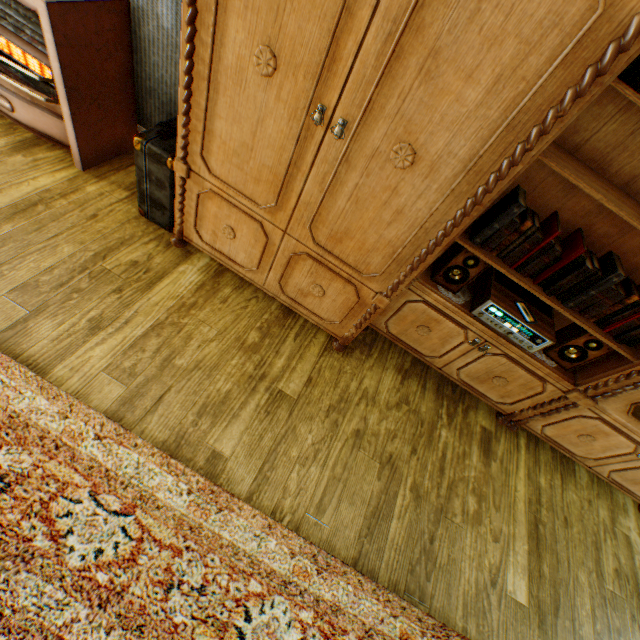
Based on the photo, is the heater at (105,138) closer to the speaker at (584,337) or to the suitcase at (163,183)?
the suitcase at (163,183)

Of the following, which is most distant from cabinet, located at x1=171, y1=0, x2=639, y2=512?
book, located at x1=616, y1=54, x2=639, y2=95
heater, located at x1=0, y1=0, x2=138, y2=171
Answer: heater, located at x1=0, y1=0, x2=138, y2=171

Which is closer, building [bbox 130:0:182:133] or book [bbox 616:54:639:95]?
book [bbox 616:54:639:95]

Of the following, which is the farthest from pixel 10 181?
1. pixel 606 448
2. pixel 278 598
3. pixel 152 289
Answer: pixel 606 448

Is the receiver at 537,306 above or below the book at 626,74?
below

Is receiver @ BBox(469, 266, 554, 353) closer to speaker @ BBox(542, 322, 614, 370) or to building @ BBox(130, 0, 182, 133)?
speaker @ BBox(542, 322, 614, 370)

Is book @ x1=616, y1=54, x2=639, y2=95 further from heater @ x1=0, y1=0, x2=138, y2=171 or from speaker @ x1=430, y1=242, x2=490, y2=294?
heater @ x1=0, y1=0, x2=138, y2=171

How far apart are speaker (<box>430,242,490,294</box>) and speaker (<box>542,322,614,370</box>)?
0.68m
